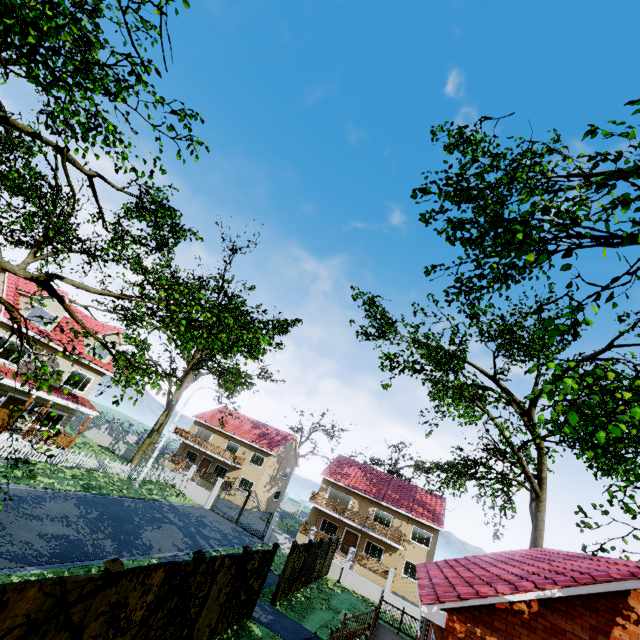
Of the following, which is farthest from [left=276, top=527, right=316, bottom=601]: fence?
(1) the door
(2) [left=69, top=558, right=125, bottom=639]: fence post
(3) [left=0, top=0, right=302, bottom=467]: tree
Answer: (1) the door

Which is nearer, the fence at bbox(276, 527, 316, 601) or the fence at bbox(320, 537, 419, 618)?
the fence at bbox(276, 527, 316, 601)

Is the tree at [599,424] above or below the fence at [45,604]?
above

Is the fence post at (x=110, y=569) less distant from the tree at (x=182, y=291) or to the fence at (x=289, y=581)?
the fence at (x=289, y=581)

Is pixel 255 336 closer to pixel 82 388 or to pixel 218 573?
pixel 218 573

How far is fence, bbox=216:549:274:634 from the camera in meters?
10.9 m

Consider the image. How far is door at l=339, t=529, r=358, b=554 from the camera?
33.1m
